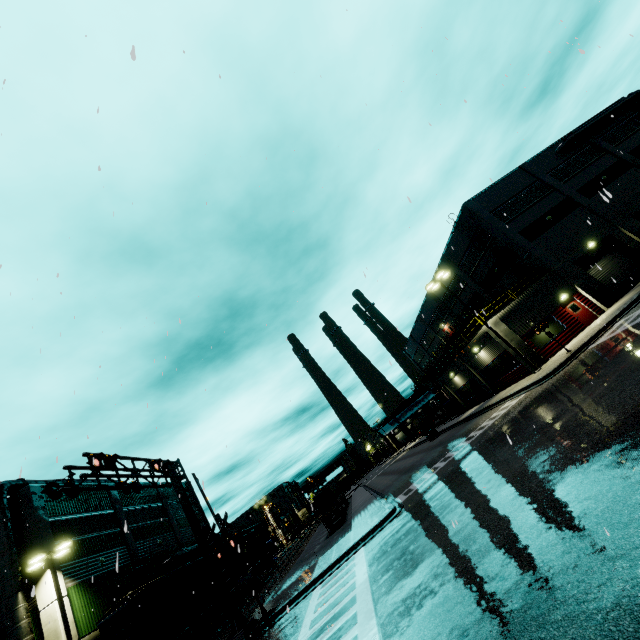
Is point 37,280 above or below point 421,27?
below

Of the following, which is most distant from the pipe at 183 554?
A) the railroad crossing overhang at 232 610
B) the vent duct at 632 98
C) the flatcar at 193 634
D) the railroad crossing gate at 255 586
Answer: the vent duct at 632 98

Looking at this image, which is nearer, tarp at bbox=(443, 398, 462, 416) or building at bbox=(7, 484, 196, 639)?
building at bbox=(7, 484, 196, 639)

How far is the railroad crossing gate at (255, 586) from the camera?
15.28m

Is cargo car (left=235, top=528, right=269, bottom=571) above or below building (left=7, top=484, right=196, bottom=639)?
below

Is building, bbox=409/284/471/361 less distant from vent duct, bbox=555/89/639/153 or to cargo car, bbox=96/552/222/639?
vent duct, bbox=555/89/639/153

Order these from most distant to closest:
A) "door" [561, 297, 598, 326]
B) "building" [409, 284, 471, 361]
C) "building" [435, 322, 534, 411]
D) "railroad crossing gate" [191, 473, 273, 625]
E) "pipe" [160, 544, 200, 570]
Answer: "building" [409, 284, 471, 361] < "pipe" [160, 544, 200, 570] < "building" [435, 322, 534, 411] < "door" [561, 297, 598, 326] < "railroad crossing gate" [191, 473, 273, 625]

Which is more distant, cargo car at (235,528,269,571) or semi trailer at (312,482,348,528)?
semi trailer at (312,482,348,528)
